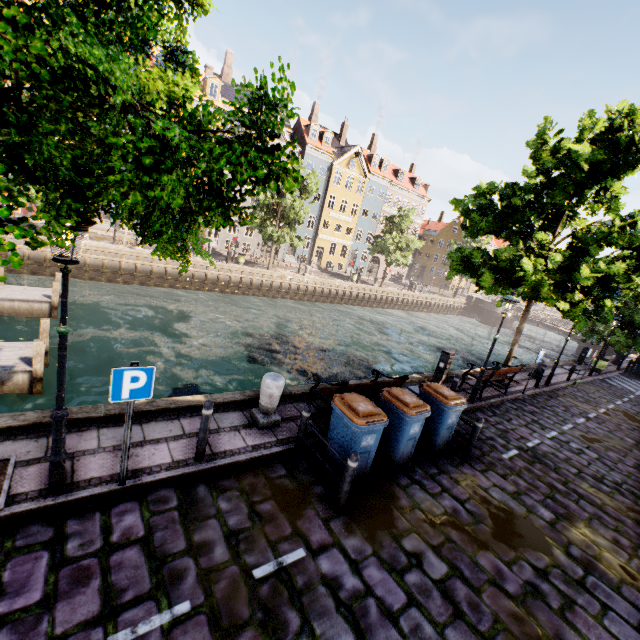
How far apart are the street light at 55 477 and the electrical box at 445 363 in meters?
10.7 m

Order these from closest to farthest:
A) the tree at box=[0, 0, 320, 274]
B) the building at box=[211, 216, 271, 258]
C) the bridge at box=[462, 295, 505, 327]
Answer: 1. the tree at box=[0, 0, 320, 274]
2. the building at box=[211, 216, 271, 258]
3. the bridge at box=[462, 295, 505, 327]

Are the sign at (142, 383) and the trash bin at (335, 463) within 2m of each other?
no

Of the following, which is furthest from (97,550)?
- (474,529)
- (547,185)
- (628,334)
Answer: (628,334)

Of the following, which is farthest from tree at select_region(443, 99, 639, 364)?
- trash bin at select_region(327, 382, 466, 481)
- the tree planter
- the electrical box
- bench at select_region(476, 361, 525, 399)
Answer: trash bin at select_region(327, 382, 466, 481)

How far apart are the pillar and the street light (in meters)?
3.18

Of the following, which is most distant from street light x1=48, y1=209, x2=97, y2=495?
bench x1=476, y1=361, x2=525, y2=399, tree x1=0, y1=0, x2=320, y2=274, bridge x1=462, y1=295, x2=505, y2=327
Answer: bridge x1=462, y1=295, x2=505, y2=327

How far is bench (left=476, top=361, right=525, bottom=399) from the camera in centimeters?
1107cm
